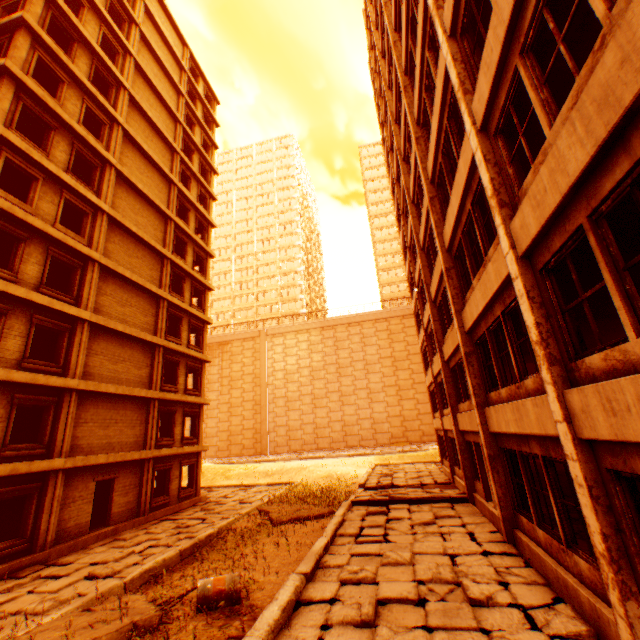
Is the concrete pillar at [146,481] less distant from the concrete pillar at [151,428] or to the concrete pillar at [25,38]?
the concrete pillar at [151,428]

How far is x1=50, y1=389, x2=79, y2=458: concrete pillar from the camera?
12.7 meters

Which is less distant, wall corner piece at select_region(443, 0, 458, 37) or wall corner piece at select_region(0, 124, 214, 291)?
wall corner piece at select_region(443, 0, 458, 37)

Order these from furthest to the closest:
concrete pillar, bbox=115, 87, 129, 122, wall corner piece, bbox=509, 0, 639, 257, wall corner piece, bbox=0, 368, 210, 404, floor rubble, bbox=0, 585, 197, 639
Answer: concrete pillar, bbox=115, 87, 129, 122
wall corner piece, bbox=0, 368, 210, 404
floor rubble, bbox=0, 585, 197, 639
wall corner piece, bbox=509, 0, 639, 257

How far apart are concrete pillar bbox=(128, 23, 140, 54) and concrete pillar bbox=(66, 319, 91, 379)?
18.5m

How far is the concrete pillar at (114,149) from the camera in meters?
17.8

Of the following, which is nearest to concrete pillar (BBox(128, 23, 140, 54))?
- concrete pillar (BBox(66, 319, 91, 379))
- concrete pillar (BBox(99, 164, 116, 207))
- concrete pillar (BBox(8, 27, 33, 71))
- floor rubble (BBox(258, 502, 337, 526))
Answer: concrete pillar (BBox(8, 27, 33, 71))

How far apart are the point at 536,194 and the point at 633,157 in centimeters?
165cm
